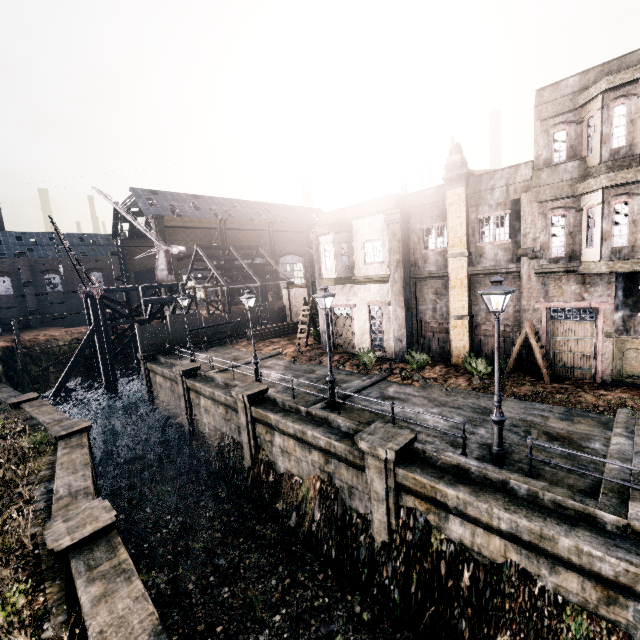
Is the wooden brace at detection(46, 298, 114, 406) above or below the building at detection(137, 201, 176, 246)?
below

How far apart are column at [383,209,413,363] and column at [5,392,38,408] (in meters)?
23.96

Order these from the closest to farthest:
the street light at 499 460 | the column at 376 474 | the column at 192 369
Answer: the street light at 499 460 < the column at 376 474 < the column at 192 369

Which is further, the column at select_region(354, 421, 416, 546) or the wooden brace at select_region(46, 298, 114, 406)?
the wooden brace at select_region(46, 298, 114, 406)

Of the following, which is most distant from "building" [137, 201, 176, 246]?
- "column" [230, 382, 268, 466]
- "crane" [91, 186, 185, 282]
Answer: "column" [230, 382, 268, 466]

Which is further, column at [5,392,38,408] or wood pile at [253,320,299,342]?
wood pile at [253,320,299,342]

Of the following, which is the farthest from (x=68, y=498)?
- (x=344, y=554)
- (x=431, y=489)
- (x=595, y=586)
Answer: (x=595, y=586)

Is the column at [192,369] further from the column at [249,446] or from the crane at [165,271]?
the crane at [165,271]
